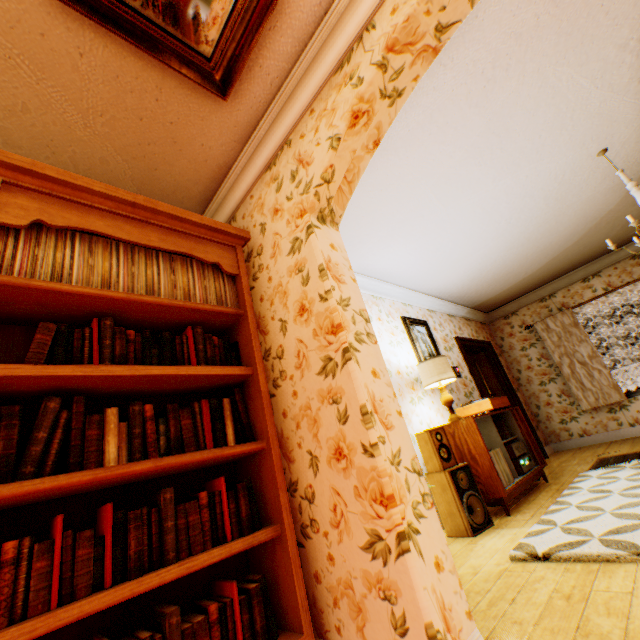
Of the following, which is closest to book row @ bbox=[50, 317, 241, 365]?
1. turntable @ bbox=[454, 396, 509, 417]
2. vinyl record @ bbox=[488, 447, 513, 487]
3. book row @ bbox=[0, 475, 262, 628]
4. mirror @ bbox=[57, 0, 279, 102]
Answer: book row @ bbox=[0, 475, 262, 628]

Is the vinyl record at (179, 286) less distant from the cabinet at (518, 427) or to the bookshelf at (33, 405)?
the bookshelf at (33, 405)

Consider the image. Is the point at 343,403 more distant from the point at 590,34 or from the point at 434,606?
the point at 590,34

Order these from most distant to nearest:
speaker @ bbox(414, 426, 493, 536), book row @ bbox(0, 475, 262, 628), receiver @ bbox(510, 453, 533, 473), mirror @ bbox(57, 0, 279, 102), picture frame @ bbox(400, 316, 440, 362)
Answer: picture frame @ bbox(400, 316, 440, 362) < receiver @ bbox(510, 453, 533, 473) < speaker @ bbox(414, 426, 493, 536) < mirror @ bbox(57, 0, 279, 102) < book row @ bbox(0, 475, 262, 628)

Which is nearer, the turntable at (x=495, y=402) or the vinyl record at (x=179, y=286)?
the vinyl record at (x=179, y=286)

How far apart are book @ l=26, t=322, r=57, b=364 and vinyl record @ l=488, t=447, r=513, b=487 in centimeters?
393cm

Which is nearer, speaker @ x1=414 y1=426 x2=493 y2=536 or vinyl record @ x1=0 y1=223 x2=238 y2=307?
vinyl record @ x1=0 y1=223 x2=238 y2=307

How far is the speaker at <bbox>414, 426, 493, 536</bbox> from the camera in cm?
300
